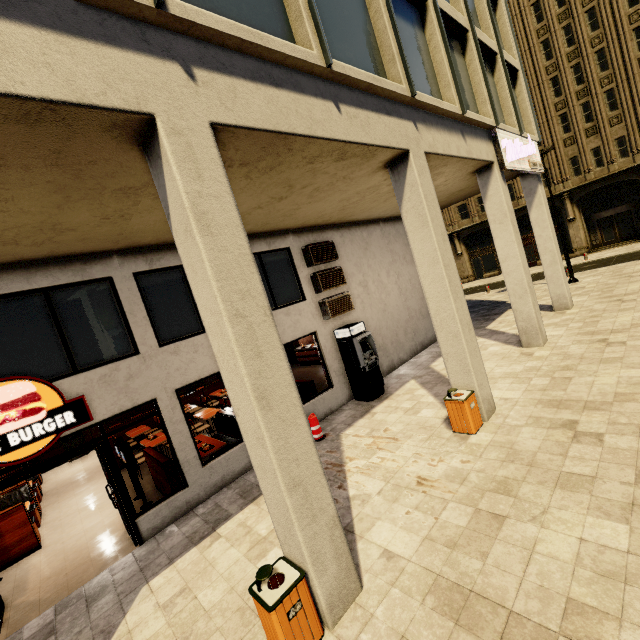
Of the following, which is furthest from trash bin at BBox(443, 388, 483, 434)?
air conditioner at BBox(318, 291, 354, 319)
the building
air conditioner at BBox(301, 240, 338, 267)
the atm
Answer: air conditioner at BBox(301, 240, 338, 267)

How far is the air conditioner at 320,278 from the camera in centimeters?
1034cm

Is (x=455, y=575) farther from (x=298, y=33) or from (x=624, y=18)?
(x=624, y=18)

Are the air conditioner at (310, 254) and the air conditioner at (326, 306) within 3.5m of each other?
yes

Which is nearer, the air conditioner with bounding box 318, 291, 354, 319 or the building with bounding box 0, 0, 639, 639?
the building with bounding box 0, 0, 639, 639

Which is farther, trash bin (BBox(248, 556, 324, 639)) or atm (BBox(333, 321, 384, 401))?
atm (BBox(333, 321, 384, 401))

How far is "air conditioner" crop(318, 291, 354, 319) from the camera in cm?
1041

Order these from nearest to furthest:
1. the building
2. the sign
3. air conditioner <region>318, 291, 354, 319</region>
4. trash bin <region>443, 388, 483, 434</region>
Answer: the building < trash bin <region>443, 388, 483, 434</region> < the sign < air conditioner <region>318, 291, 354, 319</region>
